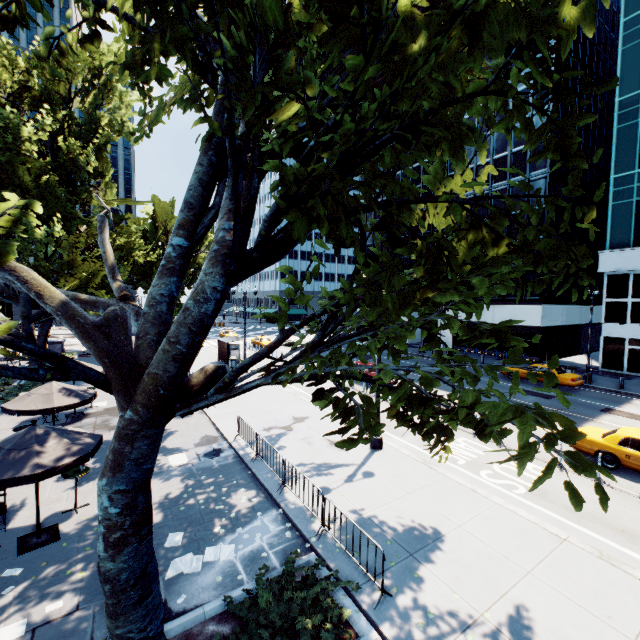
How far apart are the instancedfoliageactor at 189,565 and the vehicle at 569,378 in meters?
25.1

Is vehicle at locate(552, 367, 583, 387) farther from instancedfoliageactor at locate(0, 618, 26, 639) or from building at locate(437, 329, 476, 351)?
instancedfoliageactor at locate(0, 618, 26, 639)

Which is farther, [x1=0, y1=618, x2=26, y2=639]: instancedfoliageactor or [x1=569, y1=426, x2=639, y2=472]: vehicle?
[x1=569, y1=426, x2=639, y2=472]: vehicle

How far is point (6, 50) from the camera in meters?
20.4 m

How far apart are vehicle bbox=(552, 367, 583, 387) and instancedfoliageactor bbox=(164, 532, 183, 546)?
26.2 meters

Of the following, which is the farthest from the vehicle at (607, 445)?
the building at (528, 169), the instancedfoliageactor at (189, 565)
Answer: the building at (528, 169)

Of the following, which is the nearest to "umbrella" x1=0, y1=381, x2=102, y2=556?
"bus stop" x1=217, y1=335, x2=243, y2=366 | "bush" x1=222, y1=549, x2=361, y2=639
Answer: "bush" x1=222, y1=549, x2=361, y2=639

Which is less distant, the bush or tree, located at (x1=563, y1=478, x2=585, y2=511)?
tree, located at (x1=563, y1=478, x2=585, y2=511)
